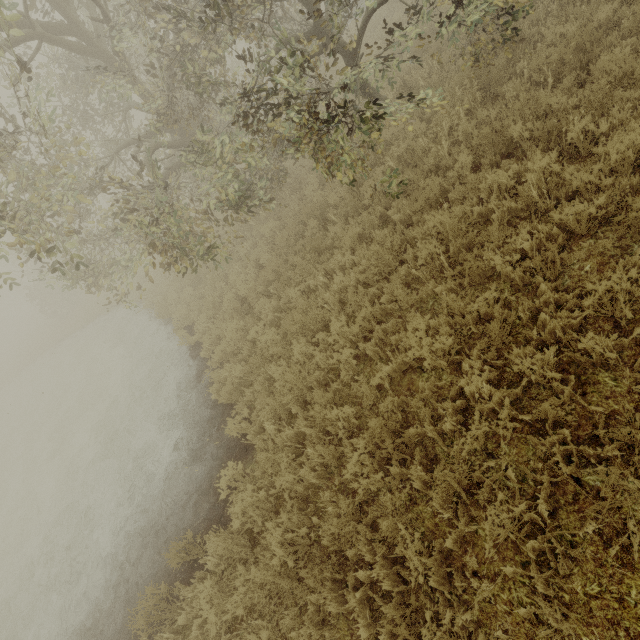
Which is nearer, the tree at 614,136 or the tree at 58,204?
the tree at 614,136

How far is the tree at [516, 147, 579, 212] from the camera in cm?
445

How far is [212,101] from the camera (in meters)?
8.06

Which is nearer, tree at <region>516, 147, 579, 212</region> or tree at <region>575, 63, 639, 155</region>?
tree at <region>575, 63, 639, 155</region>

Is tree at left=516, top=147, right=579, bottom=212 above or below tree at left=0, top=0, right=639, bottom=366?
below
